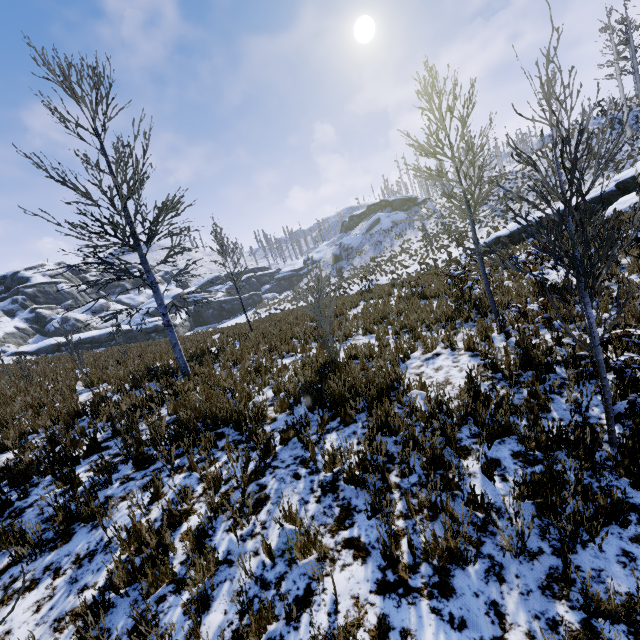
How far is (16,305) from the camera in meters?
47.6 m

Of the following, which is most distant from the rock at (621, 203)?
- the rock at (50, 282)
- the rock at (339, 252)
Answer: the rock at (50, 282)

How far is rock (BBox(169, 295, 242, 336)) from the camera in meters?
47.6 m

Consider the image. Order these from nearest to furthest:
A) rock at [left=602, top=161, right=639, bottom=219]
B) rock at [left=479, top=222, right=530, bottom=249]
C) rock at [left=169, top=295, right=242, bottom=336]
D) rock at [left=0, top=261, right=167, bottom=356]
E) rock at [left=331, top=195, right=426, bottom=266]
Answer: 1. rock at [left=602, top=161, right=639, bottom=219]
2. rock at [left=479, top=222, right=530, bottom=249]
3. rock at [left=0, top=261, right=167, bottom=356]
4. rock at [left=169, top=295, right=242, bottom=336]
5. rock at [left=331, top=195, right=426, bottom=266]

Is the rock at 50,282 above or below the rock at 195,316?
above

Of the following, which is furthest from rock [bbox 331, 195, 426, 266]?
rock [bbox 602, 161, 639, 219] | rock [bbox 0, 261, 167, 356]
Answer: rock [bbox 602, 161, 639, 219]

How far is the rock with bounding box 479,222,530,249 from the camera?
21.11m
